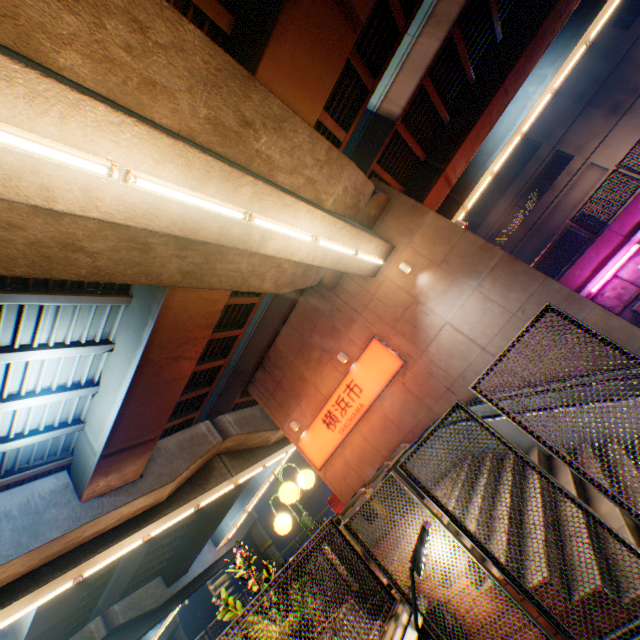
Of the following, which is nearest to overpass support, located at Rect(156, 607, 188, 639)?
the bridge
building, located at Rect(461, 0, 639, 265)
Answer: the bridge

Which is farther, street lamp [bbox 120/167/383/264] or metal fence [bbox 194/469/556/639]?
Answer: street lamp [bbox 120/167/383/264]

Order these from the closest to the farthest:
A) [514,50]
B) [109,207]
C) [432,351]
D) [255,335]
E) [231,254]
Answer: [109,207], [231,254], [432,351], [514,50], [255,335]

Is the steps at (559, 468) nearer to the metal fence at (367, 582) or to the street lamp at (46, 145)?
the metal fence at (367, 582)

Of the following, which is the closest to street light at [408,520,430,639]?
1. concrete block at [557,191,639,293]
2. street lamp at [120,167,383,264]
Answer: street lamp at [120,167,383,264]

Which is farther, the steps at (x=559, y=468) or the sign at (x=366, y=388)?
the sign at (x=366, y=388)

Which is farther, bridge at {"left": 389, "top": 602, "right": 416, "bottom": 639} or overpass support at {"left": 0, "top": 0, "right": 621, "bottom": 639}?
overpass support at {"left": 0, "top": 0, "right": 621, "bottom": 639}

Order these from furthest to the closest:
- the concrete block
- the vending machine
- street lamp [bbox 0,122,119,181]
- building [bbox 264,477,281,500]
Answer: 1. building [bbox 264,477,281,500]
2. the vending machine
3. the concrete block
4. street lamp [bbox 0,122,119,181]
